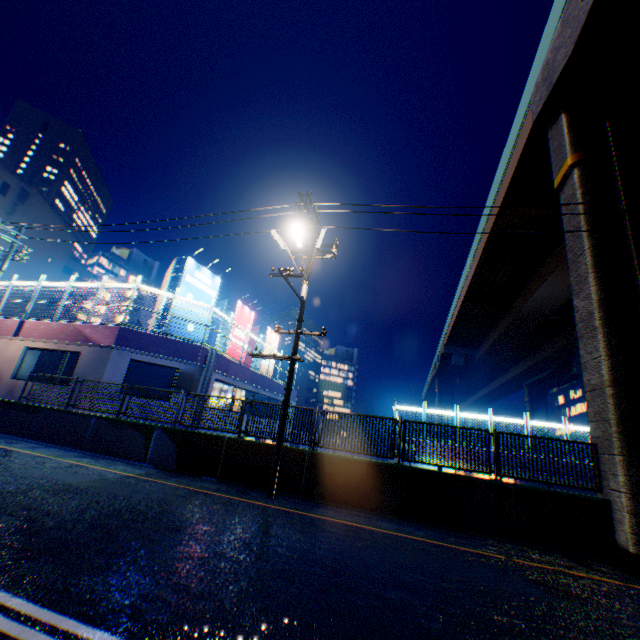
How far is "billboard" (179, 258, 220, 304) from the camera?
17.6 meters

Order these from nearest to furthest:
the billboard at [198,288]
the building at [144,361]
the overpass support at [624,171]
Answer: the overpass support at [624,171]
the building at [144,361]
the billboard at [198,288]

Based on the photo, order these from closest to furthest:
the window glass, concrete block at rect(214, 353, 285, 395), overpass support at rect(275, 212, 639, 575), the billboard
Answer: overpass support at rect(275, 212, 639, 575) → the billboard → concrete block at rect(214, 353, 285, 395) → the window glass

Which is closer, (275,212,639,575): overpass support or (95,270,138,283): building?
(275,212,639,575): overpass support

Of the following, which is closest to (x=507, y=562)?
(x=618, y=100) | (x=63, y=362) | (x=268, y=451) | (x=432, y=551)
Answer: (x=432, y=551)

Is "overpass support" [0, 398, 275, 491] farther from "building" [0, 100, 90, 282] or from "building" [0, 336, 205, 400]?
"building" [0, 100, 90, 282]

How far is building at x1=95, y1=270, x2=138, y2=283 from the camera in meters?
50.5

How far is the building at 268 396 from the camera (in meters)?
17.80
